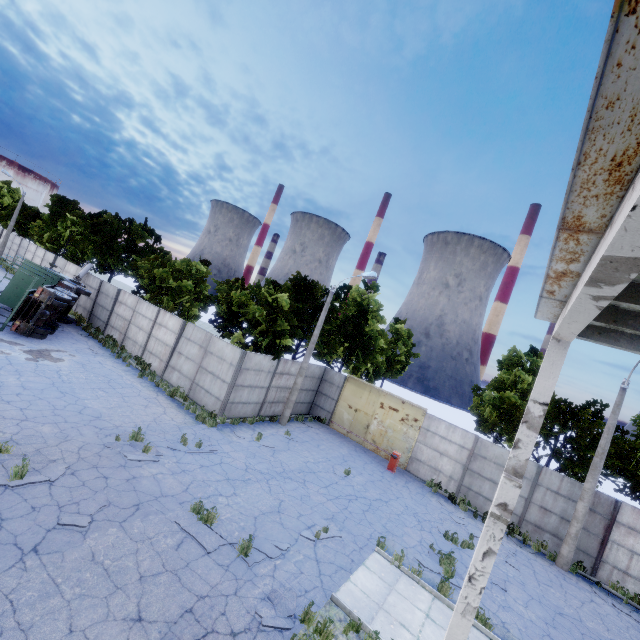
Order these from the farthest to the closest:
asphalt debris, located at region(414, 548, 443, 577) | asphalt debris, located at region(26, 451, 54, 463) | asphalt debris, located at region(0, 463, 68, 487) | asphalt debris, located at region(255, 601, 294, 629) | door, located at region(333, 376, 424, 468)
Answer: door, located at region(333, 376, 424, 468), asphalt debris, located at region(414, 548, 443, 577), asphalt debris, located at region(26, 451, 54, 463), asphalt debris, located at region(0, 463, 68, 487), asphalt debris, located at region(255, 601, 294, 629)

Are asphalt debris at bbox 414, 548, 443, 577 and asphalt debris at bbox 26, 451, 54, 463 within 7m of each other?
no

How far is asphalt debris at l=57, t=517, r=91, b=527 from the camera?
7.2 meters

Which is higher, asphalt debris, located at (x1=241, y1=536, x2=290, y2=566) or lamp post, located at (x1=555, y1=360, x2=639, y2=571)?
lamp post, located at (x1=555, y1=360, x2=639, y2=571)

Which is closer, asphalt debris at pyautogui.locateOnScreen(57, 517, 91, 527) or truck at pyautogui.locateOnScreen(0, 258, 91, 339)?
asphalt debris at pyautogui.locateOnScreen(57, 517, 91, 527)

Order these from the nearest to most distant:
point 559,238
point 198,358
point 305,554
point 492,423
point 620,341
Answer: point 559,238
point 620,341
point 305,554
point 198,358
point 492,423

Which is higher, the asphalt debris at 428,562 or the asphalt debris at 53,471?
the asphalt debris at 428,562

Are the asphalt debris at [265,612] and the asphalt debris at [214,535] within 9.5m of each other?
yes
